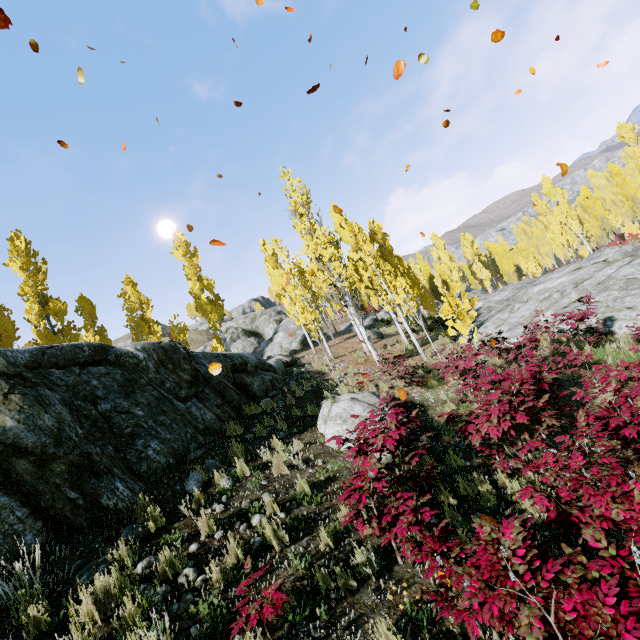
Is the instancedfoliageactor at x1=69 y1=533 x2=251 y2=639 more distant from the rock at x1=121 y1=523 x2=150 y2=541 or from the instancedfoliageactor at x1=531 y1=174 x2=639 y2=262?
the instancedfoliageactor at x1=531 y1=174 x2=639 y2=262

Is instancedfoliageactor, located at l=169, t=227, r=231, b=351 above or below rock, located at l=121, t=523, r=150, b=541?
above

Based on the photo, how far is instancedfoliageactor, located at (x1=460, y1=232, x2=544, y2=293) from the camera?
43.6m

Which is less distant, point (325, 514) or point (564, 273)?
point (325, 514)

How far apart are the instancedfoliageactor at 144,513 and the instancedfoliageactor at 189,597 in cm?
54

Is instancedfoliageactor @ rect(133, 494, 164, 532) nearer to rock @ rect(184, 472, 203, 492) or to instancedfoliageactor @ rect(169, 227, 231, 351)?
rock @ rect(184, 472, 203, 492)

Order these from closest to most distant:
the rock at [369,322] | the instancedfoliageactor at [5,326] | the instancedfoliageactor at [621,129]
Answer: the instancedfoliageactor at [5,326] → the rock at [369,322] → the instancedfoliageactor at [621,129]

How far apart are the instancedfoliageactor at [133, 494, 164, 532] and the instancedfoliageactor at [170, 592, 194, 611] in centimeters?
54cm
